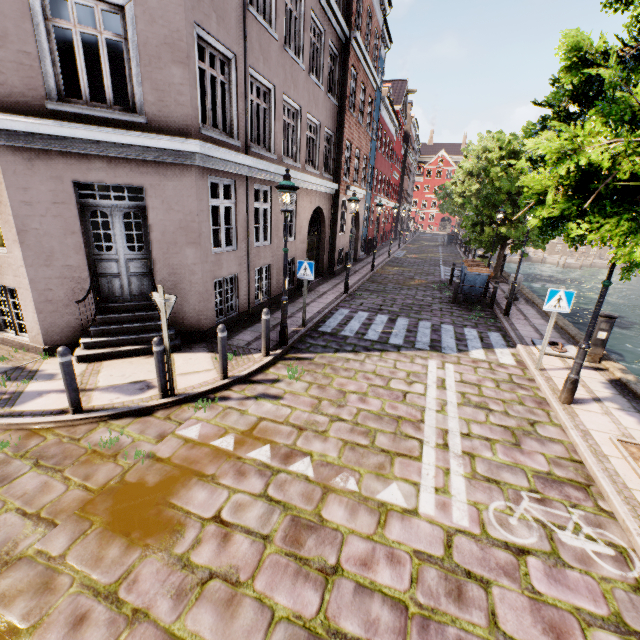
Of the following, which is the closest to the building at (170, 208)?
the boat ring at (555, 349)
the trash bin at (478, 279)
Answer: the trash bin at (478, 279)

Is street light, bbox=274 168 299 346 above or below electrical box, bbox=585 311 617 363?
above

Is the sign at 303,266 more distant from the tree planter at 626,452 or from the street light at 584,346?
the tree planter at 626,452

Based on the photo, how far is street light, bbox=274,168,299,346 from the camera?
6.65m

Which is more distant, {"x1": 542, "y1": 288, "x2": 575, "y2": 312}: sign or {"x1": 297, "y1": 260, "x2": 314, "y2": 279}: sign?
{"x1": 297, "y1": 260, "x2": 314, "y2": 279}: sign

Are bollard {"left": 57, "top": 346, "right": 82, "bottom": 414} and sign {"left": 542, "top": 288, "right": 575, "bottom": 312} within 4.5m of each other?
no

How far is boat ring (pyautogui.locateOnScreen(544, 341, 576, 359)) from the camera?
8.2 meters

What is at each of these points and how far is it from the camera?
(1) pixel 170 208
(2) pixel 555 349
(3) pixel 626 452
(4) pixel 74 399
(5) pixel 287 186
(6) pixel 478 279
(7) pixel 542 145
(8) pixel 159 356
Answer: (1) building, 6.9 meters
(2) boat ring, 8.4 meters
(3) tree planter, 4.8 meters
(4) bollard, 4.9 meters
(5) street light, 6.6 meters
(6) trash bin, 12.8 meters
(7) tree, 3.1 meters
(8) bollard, 5.3 meters
